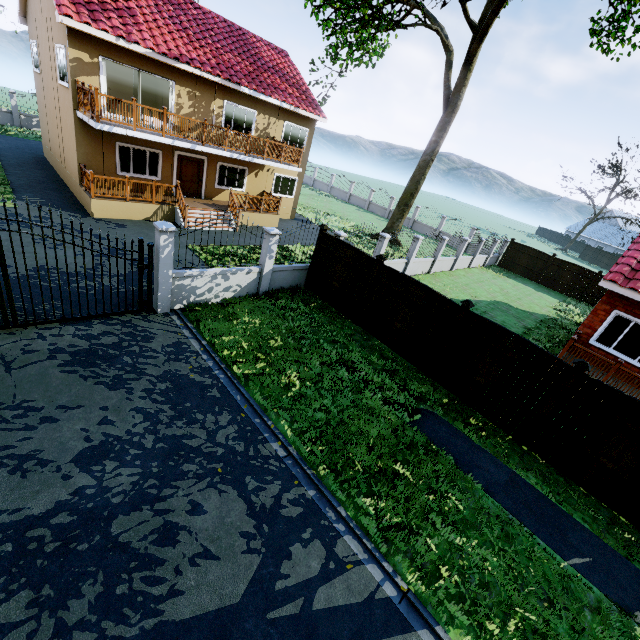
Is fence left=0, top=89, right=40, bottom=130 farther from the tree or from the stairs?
the stairs

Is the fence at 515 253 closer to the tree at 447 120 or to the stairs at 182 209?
the tree at 447 120

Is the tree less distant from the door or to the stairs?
the stairs

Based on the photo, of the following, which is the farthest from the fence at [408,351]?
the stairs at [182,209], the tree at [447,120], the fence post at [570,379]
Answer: the stairs at [182,209]

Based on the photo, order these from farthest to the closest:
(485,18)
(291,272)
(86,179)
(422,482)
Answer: (485,18)
(86,179)
(291,272)
(422,482)

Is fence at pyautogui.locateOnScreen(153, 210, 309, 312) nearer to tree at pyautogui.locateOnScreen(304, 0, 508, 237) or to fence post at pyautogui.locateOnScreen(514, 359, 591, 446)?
fence post at pyautogui.locateOnScreen(514, 359, 591, 446)

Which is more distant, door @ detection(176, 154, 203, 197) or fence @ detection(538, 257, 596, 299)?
fence @ detection(538, 257, 596, 299)

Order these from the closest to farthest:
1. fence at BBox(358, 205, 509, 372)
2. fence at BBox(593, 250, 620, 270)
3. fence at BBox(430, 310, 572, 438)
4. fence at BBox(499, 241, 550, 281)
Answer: fence at BBox(430, 310, 572, 438)
fence at BBox(358, 205, 509, 372)
fence at BBox(499, 241, 550, 281)
fence at BBox(593, 250, 620, 270)
